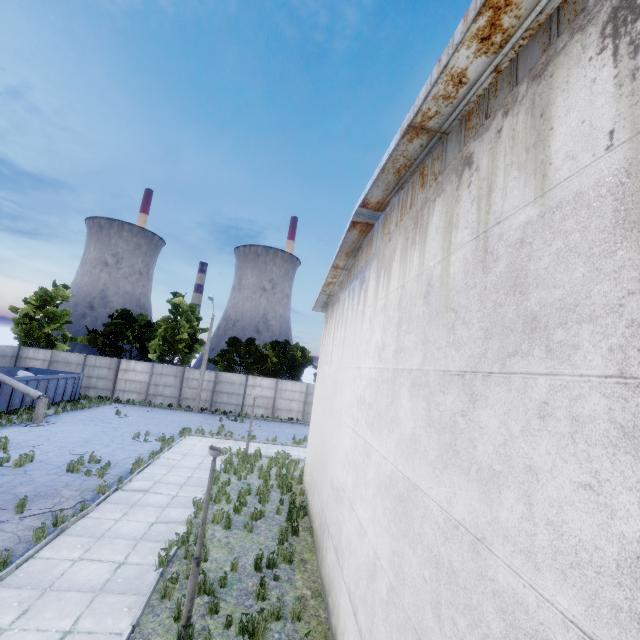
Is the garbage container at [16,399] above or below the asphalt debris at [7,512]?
above

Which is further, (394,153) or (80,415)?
(80,415)

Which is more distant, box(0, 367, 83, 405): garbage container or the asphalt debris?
box(0, 367, 83, 405): garbage container

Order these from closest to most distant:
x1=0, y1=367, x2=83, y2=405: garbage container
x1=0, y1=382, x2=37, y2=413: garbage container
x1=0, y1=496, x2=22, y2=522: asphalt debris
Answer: x1=0, y1=496, x2=22, y2=522: asphalt debris < x1=0, y1=382, x2=37, y2=413: garbage container < x1=0, y1=367, x2=83, y2=405: garbage container

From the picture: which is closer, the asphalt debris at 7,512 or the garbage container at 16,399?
the asphalt debris at 7,512

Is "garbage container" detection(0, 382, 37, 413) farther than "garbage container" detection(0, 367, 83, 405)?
No

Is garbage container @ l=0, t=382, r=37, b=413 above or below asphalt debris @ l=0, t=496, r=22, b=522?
above
